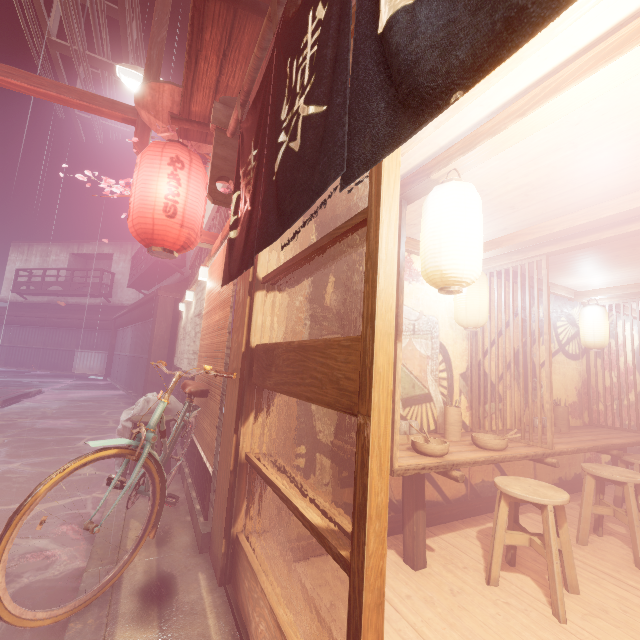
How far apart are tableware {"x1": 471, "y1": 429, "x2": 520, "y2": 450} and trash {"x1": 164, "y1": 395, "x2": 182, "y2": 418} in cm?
704

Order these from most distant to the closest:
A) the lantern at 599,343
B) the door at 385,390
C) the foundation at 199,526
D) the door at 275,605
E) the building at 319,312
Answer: the lantern at 599,343 → the building at 319,312 → the foundation at 199,526 → the door at 275,605 → the door at 385,390

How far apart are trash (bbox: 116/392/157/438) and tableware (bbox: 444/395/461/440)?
6.58m

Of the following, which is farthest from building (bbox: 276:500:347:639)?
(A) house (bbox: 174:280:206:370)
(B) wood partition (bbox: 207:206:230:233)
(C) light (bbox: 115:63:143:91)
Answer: (C) light (bbox: 115:63:143:91)

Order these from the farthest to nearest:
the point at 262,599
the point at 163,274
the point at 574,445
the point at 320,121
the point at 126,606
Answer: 1. the point at 163,274
2. the point at 574,445
3. the point at 126,606
4. the point at 262,599
5. the point at 320,121

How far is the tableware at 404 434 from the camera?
4.5 meters

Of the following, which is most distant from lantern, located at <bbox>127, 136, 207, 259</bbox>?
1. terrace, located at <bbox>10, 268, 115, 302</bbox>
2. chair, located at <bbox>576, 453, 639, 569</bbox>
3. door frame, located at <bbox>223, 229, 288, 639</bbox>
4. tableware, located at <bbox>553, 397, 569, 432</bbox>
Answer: terrace, located at <bbox>10, 268, 115, 302</bbox>

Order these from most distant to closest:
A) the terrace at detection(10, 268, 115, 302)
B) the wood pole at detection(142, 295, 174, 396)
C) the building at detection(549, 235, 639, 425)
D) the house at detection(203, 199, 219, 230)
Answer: the terrace at detection(10, 268, 115, 302) → the wood pole at detection(142, 295, 174, 396) → the house at detection(203, 199, 219, 230) → the building at detection(549, 235, 639, 425)
